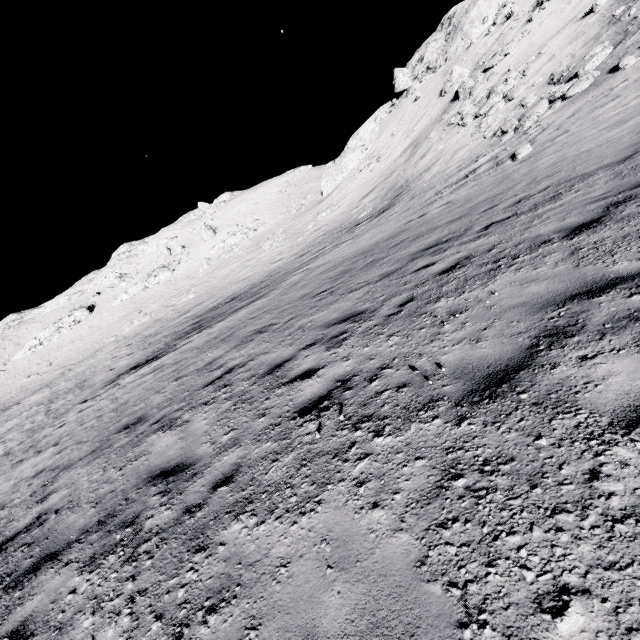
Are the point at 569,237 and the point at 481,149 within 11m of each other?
no

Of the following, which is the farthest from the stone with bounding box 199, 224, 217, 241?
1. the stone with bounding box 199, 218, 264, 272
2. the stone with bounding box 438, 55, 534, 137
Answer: the stone with bounding box 438, 55, 534, 137

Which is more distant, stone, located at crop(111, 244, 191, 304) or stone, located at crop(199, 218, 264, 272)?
stone, located at crop(111, 244, 191, 304)

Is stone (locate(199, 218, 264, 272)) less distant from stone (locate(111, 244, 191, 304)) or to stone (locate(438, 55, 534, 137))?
stone (locate(111, 244, 191, 304))

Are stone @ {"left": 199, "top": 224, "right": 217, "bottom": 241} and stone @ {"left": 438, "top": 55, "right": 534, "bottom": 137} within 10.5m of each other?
no

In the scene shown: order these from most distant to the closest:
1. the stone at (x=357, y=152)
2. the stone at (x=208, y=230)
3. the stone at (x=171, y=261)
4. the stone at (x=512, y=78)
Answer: the stone at (x=208, y=230) → the stone at (x=171, y=261) → the stone at (x=357, y=152) → the stone at (x=512, y=78)

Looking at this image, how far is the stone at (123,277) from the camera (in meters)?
57.66

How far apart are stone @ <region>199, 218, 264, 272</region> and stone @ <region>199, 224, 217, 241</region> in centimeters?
350cm
